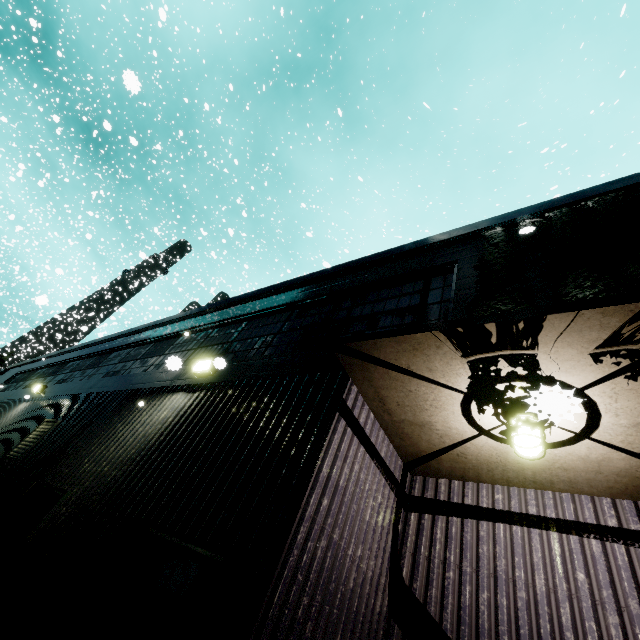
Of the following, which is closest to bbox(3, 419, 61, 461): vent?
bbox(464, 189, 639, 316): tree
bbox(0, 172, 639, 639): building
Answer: bbox(0, 172, 639, 639): building

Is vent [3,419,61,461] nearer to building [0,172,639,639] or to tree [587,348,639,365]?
building [0,172,639,639]

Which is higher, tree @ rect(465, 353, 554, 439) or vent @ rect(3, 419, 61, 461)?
tree @ rect(465, 353, 554, 439)

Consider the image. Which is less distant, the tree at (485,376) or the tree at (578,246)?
the tree at (485,376)

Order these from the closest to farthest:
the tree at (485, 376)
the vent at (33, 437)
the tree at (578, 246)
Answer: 1. the tree at (485, 376)
2. the tree at (578, 246)
3. the vent at (33, 437)

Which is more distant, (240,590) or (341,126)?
(341,126)
